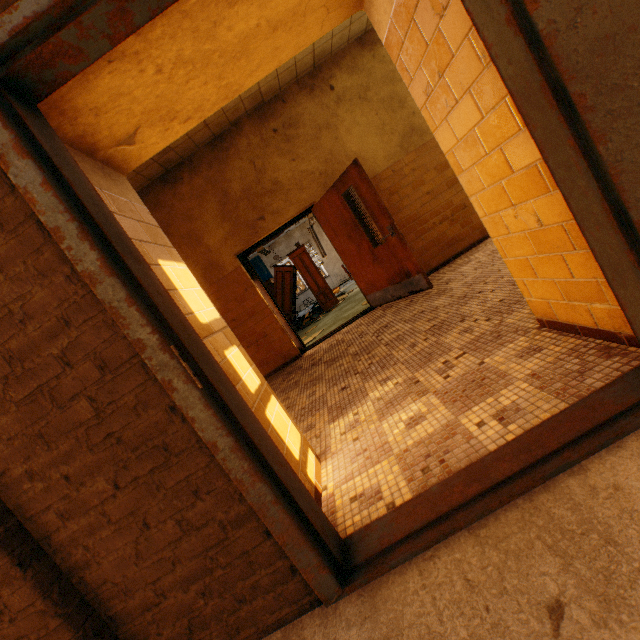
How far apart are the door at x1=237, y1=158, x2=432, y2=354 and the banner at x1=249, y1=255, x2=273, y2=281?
11.9 meters

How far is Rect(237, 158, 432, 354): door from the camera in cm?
459

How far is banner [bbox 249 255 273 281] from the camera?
17.77m

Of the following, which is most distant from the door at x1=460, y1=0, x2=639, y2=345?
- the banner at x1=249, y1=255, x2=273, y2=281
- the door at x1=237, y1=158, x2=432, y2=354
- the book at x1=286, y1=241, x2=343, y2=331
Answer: the banner at x1=249, y1=255, x2=273, y2=281

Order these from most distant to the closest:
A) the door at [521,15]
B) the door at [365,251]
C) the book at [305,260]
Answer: the book at [305,260], the door at [365,251], the door at [521,15]

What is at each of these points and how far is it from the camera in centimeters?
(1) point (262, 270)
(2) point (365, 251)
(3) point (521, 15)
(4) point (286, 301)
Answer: (1) banner, 1784cm
(2) door, 527cm
(3) door, 100cm
(4) bookcase, 1052cm

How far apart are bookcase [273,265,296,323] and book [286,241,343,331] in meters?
0.0 m

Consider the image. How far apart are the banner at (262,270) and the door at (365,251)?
11.9m
